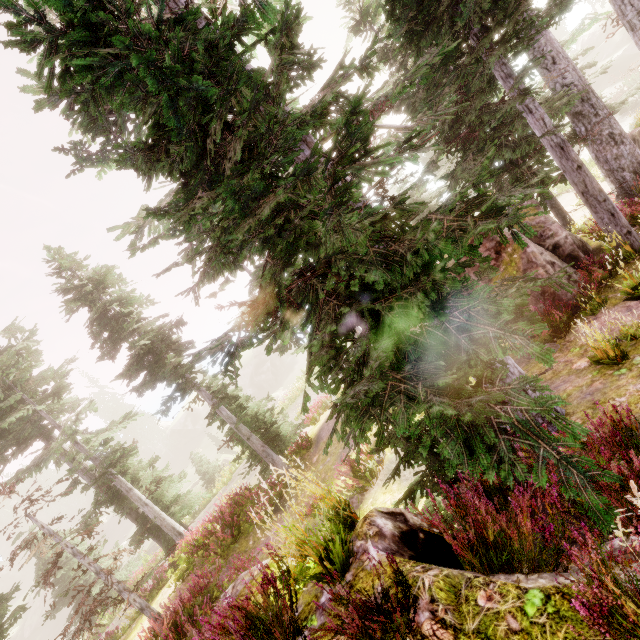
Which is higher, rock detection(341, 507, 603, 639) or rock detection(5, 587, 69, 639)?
rock detection(341, 507, 603, 639)

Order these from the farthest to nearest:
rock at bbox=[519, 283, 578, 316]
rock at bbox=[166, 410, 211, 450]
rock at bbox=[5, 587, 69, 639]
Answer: rock at bbox=[166, 410, 211, 450] → rock at bbox=[5, 587, 69, 639] → rock at bbox=[519, 283, 578, 316]

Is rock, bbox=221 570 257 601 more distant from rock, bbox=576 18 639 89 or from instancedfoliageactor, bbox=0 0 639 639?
rock, bbox=576 18 639 89

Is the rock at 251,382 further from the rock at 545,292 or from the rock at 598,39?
the rock at 598,39

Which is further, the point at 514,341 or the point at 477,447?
the point at 514,341

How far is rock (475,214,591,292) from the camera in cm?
998

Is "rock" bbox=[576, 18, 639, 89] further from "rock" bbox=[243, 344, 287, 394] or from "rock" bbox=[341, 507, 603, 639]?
"rock" bbox=[243, 344, 287, 394]

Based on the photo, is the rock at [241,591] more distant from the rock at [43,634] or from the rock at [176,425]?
the rock at [43,634]
